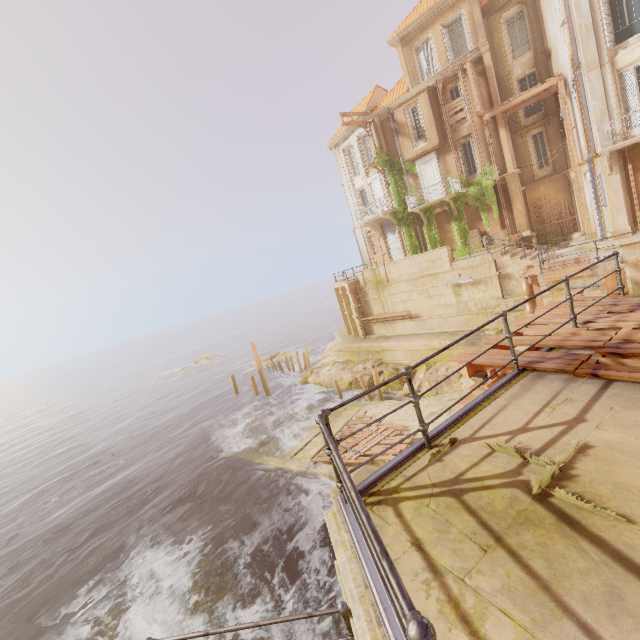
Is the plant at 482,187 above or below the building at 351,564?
above

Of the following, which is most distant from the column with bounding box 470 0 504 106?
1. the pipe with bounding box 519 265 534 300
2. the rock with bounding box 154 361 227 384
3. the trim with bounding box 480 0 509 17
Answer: the rock with bounding box 154 361 227 384

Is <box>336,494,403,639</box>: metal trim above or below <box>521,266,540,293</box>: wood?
above

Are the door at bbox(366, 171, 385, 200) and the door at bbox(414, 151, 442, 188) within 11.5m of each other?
yes

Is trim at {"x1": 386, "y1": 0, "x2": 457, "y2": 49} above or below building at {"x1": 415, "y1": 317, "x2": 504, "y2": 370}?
above

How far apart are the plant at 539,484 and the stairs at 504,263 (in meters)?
17.42

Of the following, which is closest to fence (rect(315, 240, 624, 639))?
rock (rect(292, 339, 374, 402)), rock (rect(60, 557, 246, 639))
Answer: rock (rect(60, 557, 246, 639))

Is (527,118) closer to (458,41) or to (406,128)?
(458,41)
